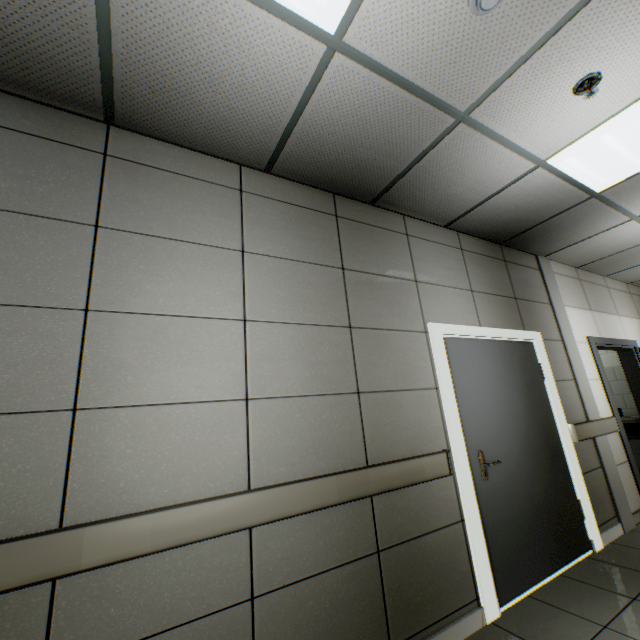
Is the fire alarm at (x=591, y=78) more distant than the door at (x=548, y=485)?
No

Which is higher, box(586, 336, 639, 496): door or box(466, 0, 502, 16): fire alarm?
Result: box(466, 0, 502, 16): fire alarm

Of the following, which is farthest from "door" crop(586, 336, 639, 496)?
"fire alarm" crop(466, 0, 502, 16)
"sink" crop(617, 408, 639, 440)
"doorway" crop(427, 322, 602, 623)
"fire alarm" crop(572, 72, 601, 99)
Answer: "fire alarm" crop(466, 0, 502, 16)

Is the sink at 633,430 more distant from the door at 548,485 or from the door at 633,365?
the door at 548,485

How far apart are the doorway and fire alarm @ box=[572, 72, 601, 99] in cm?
179

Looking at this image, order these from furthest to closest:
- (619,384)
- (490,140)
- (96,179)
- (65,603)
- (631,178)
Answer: (619,384), (631,178), (490,140), (96,179), (65,603)

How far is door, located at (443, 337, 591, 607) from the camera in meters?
2.6

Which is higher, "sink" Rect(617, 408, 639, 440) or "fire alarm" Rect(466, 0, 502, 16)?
"fire alarm" Rect(466, 0, 502, 16)
